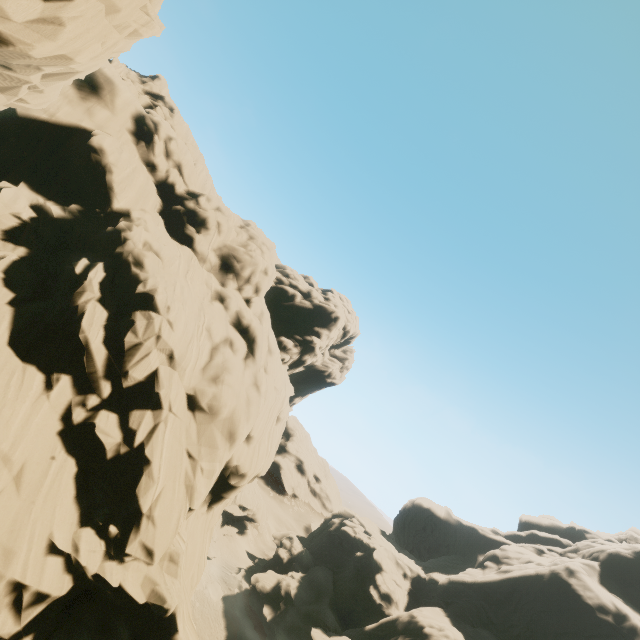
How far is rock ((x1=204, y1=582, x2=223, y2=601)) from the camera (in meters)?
45.18

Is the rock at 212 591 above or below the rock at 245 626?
below

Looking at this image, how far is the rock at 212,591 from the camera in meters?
45.2

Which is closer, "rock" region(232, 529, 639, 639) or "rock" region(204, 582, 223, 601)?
"rock" region(232, 529, 639, 639)

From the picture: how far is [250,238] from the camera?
35.7 meters
